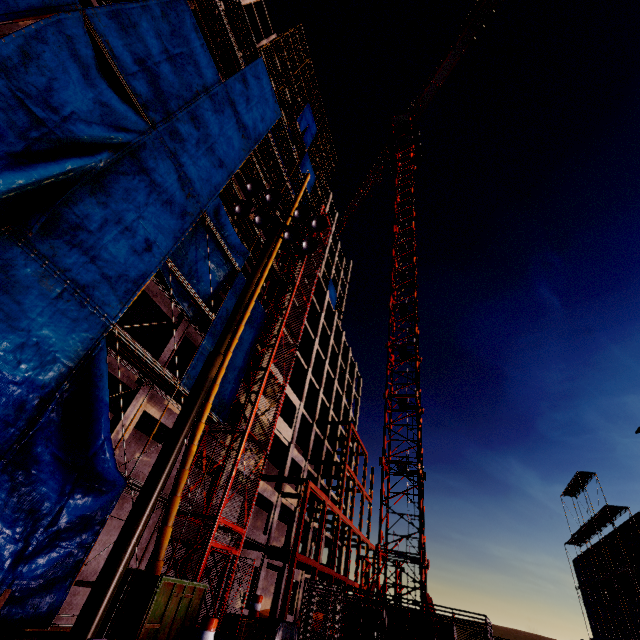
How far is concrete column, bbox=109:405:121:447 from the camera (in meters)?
13.06

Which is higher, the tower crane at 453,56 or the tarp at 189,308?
the tower crane at 453,56

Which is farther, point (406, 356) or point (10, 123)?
point (406, 356)

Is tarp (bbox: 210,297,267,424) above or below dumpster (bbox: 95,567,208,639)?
above

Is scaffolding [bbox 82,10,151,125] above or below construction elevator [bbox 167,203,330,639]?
above

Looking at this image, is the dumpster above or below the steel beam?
below

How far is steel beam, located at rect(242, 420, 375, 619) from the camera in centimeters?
1927cm

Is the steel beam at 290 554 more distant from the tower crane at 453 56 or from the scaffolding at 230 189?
the tower crane at 453 56
